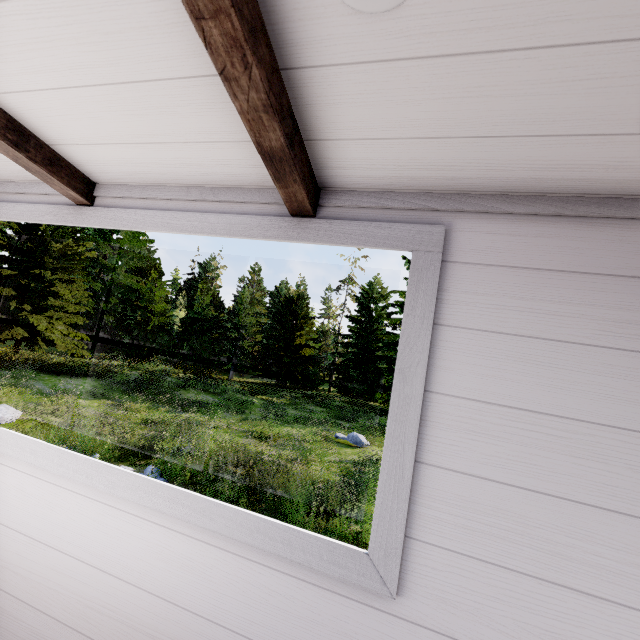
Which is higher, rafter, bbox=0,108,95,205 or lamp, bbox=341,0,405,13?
lamp, bbox=341,0,405,13

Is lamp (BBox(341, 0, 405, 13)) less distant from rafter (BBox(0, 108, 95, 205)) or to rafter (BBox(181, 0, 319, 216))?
rafter (BBox(181, 0, 319, 216))

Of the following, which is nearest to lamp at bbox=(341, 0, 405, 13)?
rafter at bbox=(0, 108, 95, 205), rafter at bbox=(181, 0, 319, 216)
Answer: rafter at bbox=(181, 0, 319, 216)

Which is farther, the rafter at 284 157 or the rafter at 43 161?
the rafter at 43 161

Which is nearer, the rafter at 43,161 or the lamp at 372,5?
the lamp at 372,5

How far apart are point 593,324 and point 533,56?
0.73m
